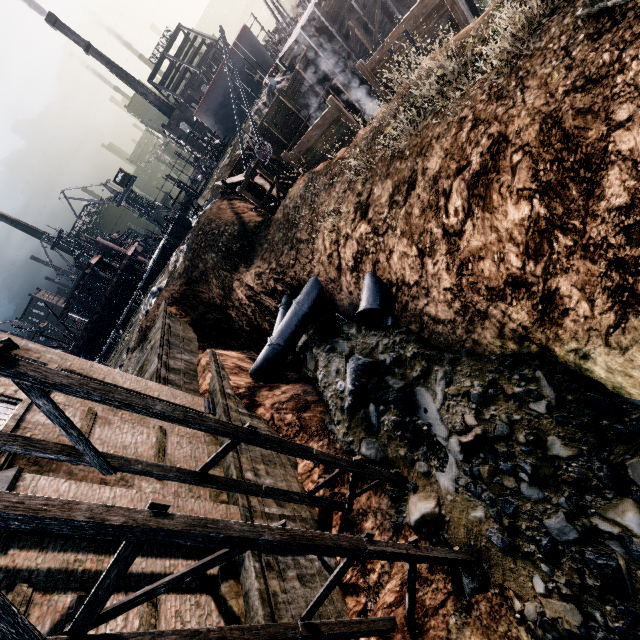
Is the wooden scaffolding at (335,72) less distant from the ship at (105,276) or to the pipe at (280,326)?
the pipe at (280,326)

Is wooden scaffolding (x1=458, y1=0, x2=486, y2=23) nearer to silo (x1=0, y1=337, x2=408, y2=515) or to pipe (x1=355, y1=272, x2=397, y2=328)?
pipe (x1=355, y1=272, x2=397, y2=328)

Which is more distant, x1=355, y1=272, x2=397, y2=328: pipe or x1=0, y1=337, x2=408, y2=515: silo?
x1=355, y1=272, x2=397, y2=328: pipe

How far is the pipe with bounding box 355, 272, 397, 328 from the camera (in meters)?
14.19

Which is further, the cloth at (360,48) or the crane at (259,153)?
the cloth at (360,48)

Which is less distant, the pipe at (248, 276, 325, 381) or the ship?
the pipe at (248, 276, 325, 381)

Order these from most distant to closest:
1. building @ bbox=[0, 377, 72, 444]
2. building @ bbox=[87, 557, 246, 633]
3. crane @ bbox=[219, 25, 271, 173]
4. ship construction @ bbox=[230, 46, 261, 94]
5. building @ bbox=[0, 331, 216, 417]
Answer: ship construction @ bbox=[230, 46, 261, 94] < crane @ bbox=[219, 25, 271, 173] < building @ bbox=[0, 331, 216, 417] < building @ bbox=[0, 377, 72, 444] < building @ bbox=[87, 557, 246, 633]

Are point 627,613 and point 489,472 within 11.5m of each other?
yes
